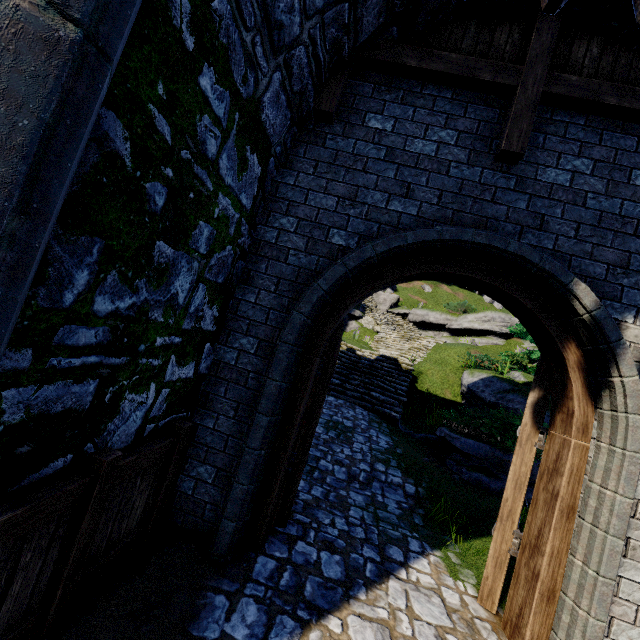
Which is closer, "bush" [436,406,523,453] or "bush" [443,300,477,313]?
"bush" [436,406,523,453]

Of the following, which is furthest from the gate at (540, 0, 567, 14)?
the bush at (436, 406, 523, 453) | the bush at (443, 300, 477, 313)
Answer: the bush at (443, 300, 477, 313)

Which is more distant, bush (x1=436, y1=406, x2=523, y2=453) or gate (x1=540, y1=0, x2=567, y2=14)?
bush (x1=436, y1=406, x2=523, y2=453)

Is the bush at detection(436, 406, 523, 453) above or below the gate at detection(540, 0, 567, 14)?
below

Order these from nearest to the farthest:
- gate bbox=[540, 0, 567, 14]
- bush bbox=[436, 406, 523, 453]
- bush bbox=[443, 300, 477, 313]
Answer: gate bbox=[540, 0, 567, 14] → bush bbox=[436, 406, 523, 453] → bush bbox=[443, 300, 477, 313]

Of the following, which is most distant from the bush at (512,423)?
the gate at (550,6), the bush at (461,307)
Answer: the bush at (461,307)

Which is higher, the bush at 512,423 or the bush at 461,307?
the bush at 461,307

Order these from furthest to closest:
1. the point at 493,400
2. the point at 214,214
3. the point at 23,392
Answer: the point at 493,400 → the point at 214,214 → the point at 23,392
